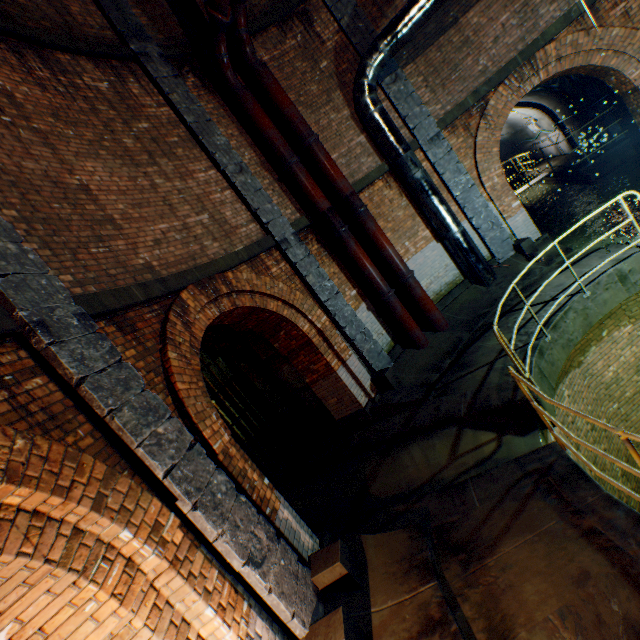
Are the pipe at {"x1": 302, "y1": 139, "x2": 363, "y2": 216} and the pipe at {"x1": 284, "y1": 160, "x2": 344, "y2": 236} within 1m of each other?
yes

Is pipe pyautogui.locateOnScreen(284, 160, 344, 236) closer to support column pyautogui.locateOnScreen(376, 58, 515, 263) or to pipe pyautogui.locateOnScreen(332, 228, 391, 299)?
pipe pyautogui.locateOnScreen(332, 228, 391, 299)

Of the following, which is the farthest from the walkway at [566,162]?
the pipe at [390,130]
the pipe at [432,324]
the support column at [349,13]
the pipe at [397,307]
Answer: the pipe at [397,307]

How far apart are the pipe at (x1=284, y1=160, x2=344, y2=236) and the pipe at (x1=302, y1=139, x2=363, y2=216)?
0.3 meters

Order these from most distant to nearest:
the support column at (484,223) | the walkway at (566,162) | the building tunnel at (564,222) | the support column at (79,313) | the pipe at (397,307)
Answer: the walkway at (566,162), the building tunnel at (564,222), the support column at (484,223), the pipe at (397,307), the support column at (79,313)

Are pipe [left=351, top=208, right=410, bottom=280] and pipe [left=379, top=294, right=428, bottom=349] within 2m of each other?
yes

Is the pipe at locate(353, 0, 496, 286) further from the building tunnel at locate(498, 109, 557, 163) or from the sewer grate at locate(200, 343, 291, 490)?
the sewer grate at locate(200, 343, 291, 490)

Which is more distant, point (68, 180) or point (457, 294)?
point (457, 294)
